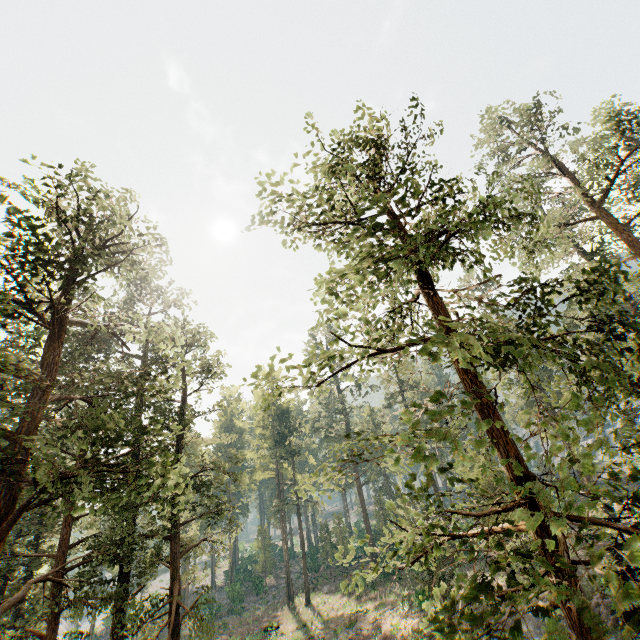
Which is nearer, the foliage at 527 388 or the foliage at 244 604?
the foliage at 527 388

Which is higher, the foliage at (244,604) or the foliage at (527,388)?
the foliage at (527,388)

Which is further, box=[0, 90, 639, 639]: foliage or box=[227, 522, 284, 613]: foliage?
box=[227, 522, 284, 613]: foliage

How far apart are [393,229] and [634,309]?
39.6m

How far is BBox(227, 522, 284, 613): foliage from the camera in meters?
42.4

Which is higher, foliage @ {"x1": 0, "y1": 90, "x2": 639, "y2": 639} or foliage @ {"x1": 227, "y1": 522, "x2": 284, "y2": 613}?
foliage @ {"x1": 0, "y1": 90, "x2": 639, "y2": 639}
